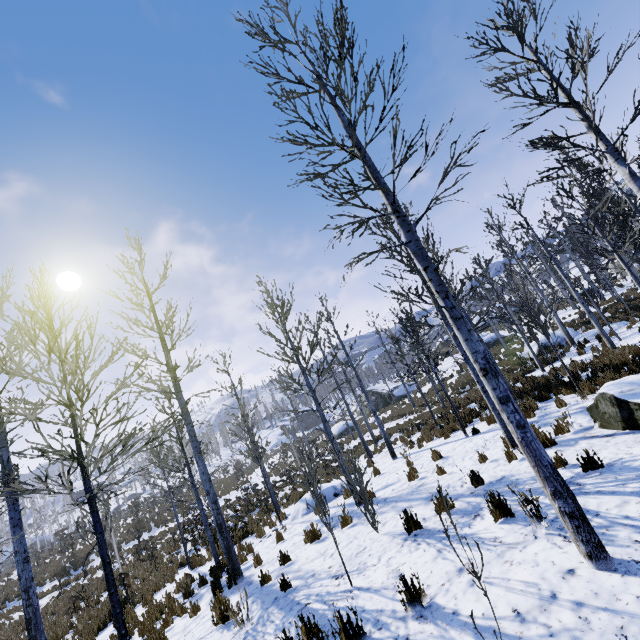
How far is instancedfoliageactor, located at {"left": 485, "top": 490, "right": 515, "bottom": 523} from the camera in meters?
4.8 m

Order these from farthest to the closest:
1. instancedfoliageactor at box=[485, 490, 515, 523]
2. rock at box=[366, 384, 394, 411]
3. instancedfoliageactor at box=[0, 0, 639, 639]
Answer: rock at box=[366, 384, 394, 411] < instancedfoliageactor at box=[485, 490, 515, 523] < instancedfoliageactor at box=[0, 0, 639, 639]

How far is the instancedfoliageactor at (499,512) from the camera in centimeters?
475cm

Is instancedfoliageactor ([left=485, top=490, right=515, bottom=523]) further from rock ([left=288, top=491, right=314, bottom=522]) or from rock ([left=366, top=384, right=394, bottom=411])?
rock ([left=366, top=384, right=394, bottom=411])

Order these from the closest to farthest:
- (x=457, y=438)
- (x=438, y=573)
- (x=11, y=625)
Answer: (x=438, y=573) < (x=457, y=438) < (x=11, y=625)

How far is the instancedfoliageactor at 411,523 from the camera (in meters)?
5.62

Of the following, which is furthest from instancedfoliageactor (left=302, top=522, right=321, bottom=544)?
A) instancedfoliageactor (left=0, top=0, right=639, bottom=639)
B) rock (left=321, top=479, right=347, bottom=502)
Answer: instancedfoliageactor (left=0, top=0, right=639, bottom=639)

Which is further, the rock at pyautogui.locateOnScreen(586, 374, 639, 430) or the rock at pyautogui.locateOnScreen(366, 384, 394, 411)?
the rock at pyautogui.locateOnScreen(366, 384, 394, 411)
